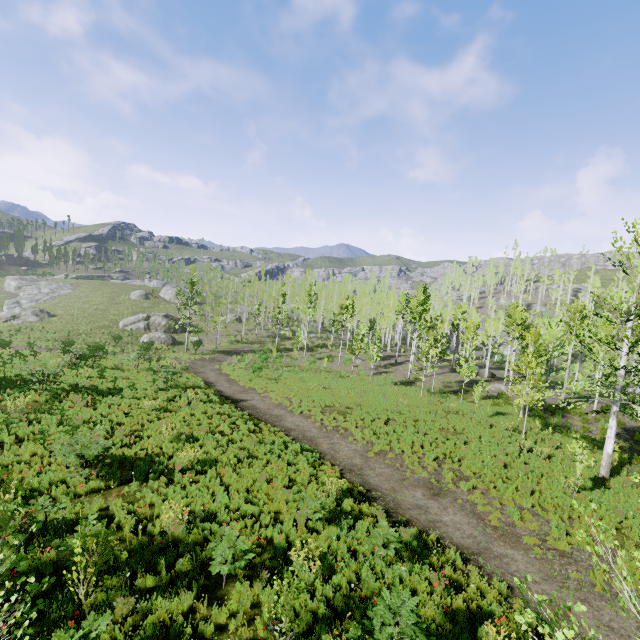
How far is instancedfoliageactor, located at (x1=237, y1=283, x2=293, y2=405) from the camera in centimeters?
2486cm

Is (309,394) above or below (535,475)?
below

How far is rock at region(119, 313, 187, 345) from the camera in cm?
4253

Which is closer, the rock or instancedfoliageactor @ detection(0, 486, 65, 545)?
instancedfoliageactor @ detection(0, 486, 65, 545)

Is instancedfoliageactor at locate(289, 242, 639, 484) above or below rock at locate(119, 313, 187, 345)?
above

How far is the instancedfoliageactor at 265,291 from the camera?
24.86m
